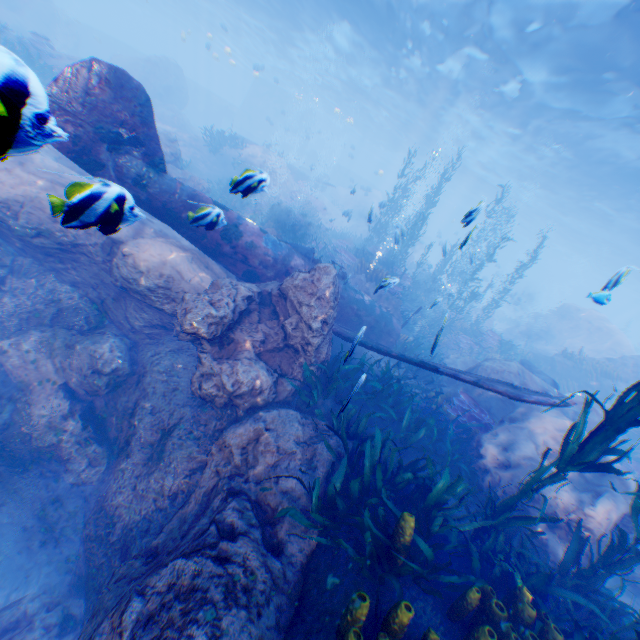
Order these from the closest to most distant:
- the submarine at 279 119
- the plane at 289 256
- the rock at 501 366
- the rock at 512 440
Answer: the plane at 289 256
the rock at 512 440
the rock at 501 366
the submarine at 279 119

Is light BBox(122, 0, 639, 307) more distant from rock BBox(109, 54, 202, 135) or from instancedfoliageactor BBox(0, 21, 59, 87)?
instancedfoliageactor BBox(0, 21, 59, 87)

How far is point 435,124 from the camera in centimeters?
2938cm

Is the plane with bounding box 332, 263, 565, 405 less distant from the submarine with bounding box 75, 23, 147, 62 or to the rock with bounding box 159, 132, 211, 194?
the rock with bounding box 159, 132, 211, 194

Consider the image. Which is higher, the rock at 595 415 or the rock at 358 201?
the rock at 358 201

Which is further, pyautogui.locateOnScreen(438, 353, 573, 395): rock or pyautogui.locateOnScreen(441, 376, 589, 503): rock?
pyautogui.locateOnScreen(438, 353, 573, 395): rock

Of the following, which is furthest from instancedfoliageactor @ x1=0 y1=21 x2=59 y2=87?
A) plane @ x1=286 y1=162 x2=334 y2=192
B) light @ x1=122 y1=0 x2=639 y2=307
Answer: plane @ x1=286 y1=162 x2=334 y2=192

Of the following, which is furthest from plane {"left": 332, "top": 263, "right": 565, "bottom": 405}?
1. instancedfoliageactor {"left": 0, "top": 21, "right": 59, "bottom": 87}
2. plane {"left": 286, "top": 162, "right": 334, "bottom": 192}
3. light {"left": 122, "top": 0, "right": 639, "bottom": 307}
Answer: plane {"left": 286, "top": 162, "right": 334, "bottom": 192}
